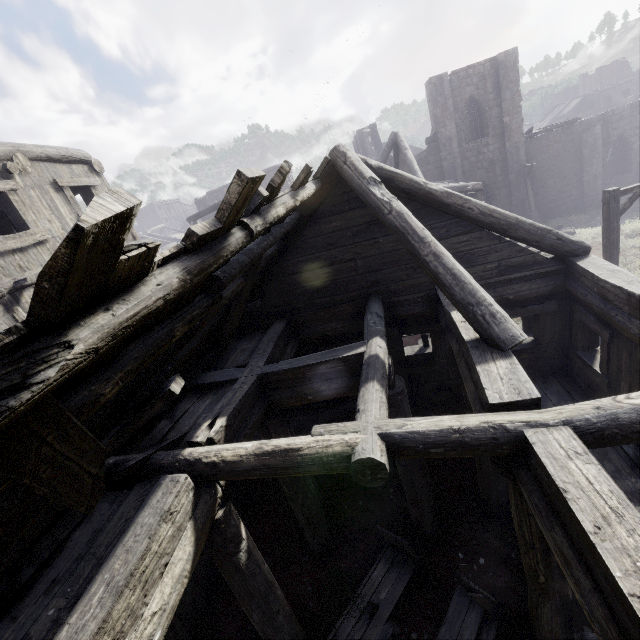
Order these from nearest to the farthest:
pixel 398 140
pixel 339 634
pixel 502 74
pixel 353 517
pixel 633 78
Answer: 1. pixel 339 634
2. pixel 353 517
3. pixel 398 140
4. pixel 502 74
5. pixel 633 78

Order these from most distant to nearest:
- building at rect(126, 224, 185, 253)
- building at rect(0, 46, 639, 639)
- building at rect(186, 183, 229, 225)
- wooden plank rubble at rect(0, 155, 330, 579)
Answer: building at rect(186, 183, 229, 225)
building at rect(126, 224, 185, 253)
building at rect(0, 46, 639, 639)
wooden plank rubble at rect(0, 155, 330, 579)

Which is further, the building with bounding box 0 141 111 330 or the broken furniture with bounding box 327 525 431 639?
the building with bounding box 0 141 111 330

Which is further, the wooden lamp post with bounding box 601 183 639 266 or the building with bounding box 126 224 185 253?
the building with bounding box 126 224 185 253

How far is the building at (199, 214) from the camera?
21.09m

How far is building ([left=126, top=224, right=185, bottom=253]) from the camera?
10.6 meters
